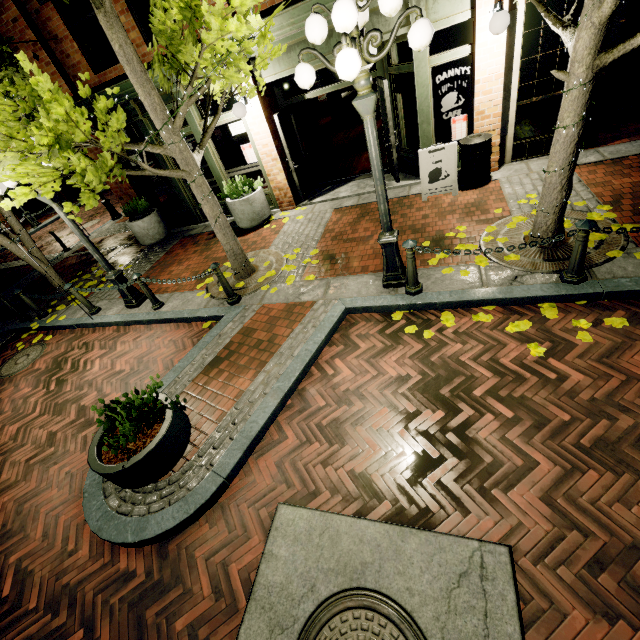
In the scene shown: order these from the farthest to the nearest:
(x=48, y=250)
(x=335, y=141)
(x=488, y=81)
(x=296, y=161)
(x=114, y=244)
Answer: (x=48, y=250) → (x=335, y=141) → (x=114, y=244) → (x=296, y=161) → (x=488, y=81)

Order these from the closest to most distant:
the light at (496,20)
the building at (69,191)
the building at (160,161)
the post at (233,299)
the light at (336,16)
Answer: Answer: the light at (336,16) → the light at (496,20) → the post at (233,299) → the building at (160,161) → the building at (69,191)

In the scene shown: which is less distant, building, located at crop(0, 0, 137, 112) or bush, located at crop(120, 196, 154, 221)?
building, located at crop(0, 0, 137, 112)

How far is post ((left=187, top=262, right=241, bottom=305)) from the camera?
5.7 meters

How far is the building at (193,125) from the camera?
8.02m

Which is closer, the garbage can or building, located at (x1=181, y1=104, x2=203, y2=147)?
the garbage can

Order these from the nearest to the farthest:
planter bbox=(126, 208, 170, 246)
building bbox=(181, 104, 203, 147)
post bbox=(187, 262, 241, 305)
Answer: post bbox=(187, 262, 241, 305) → building bbox=(181, 104, 203, 147) → planter bbox=(126, 208, 170, 246)

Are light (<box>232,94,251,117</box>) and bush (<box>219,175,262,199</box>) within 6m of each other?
yes
